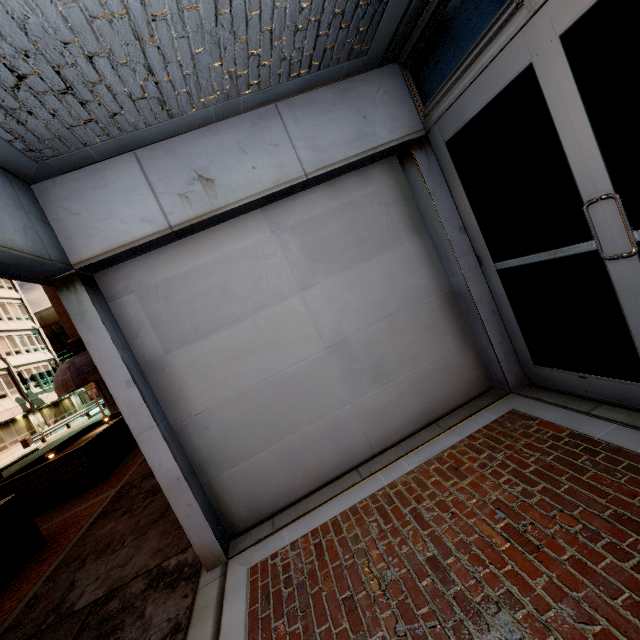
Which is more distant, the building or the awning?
the awning

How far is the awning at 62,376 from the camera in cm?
1444

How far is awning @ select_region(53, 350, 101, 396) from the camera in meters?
14.4 m

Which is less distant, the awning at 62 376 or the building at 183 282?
the building at 183 282

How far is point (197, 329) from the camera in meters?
3.3 m
